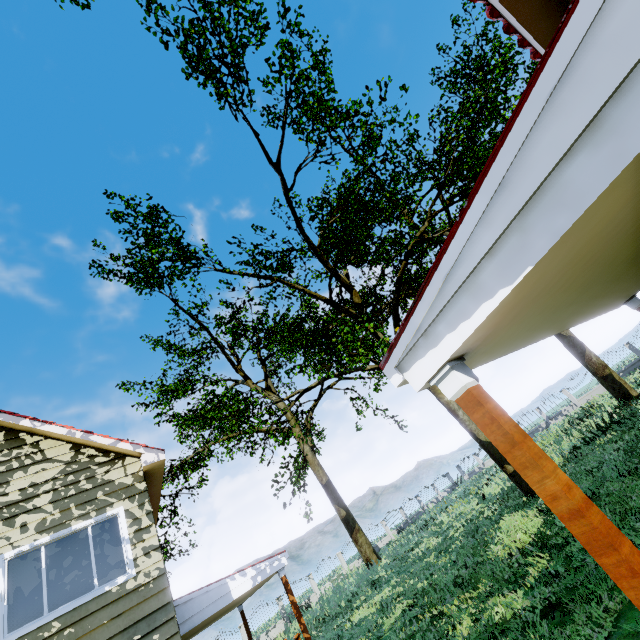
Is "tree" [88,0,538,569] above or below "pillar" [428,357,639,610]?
above

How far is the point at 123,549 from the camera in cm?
661

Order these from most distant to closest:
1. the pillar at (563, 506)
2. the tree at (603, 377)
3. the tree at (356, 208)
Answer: the tree at (603, 377)
the tree at (356, 208)
the pillar at (563, 506)

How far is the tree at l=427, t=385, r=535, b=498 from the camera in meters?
12.7 m

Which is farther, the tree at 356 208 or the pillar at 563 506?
the tree at 356 208

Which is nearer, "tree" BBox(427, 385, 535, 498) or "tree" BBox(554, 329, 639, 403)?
"tree" BBox(427, 385, 535, 498)

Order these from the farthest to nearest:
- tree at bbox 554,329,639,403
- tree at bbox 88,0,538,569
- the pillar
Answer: tree at bbox 554,329,639,403
tree at bbox 88,0,538,569
the pillar

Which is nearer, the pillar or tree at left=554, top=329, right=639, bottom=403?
the pillar
